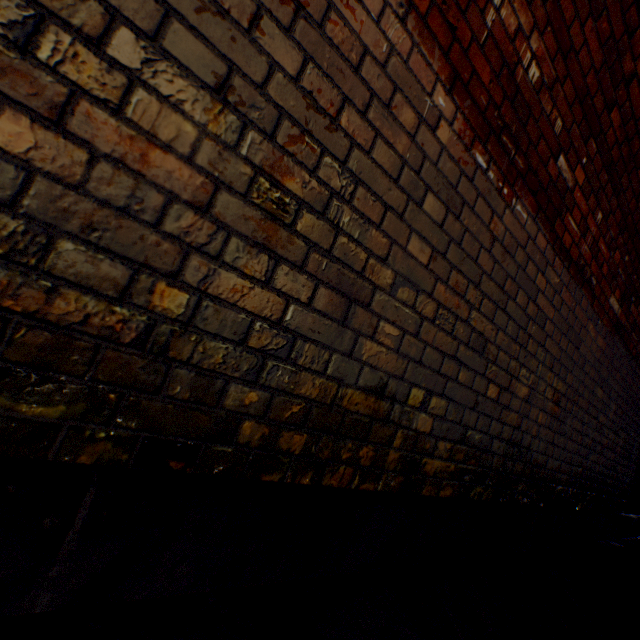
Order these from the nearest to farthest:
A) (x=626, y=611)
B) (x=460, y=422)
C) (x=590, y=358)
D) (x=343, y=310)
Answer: (x=343, y=310)
(x=460, y=422)
(x=626, y=611)
(x=590, y=358)
